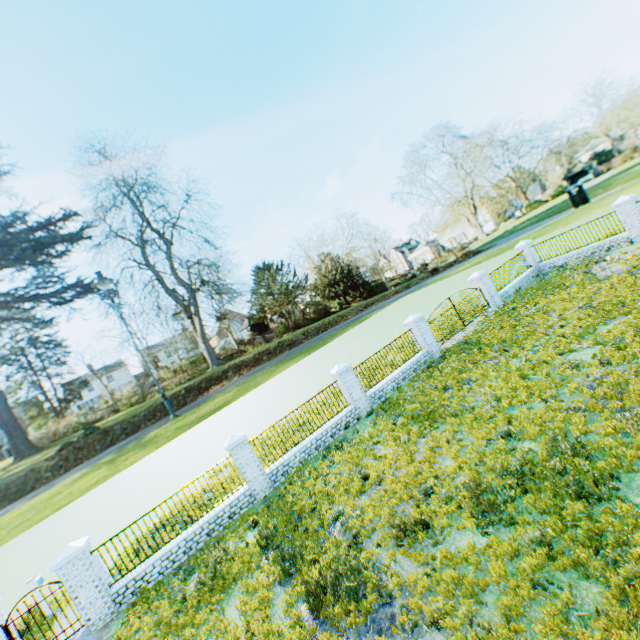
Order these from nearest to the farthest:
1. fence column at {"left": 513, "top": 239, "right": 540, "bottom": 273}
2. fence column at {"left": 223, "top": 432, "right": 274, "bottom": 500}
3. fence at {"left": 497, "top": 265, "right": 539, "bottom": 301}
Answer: fence column at {"left": 223, "top": 432, "right": 274, "bottom": 500} → fence at {"left": 497, "top": 265, "right": 539, "bottom": 301} → fence column at {"left": 513, "top": 239, "right": 540, "bottom": 273}

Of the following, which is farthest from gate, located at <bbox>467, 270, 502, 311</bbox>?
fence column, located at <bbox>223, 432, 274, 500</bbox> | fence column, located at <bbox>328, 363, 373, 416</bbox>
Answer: fence column, located at <bbox>223, 432, 274, 500</bbox>

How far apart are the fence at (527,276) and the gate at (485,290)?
0.1m

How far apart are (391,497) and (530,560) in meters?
3.5 m

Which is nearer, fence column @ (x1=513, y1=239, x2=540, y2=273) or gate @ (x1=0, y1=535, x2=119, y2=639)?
gate @ (x1=0, y1=535, x2=119, y2=639)

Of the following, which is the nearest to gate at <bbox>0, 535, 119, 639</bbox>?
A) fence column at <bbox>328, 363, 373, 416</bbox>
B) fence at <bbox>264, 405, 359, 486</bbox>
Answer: fence at <bbox>264, 405, 359, 486</bbox>

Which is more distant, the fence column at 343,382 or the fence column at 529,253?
the fence column at 529,253

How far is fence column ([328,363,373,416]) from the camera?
14.30m
